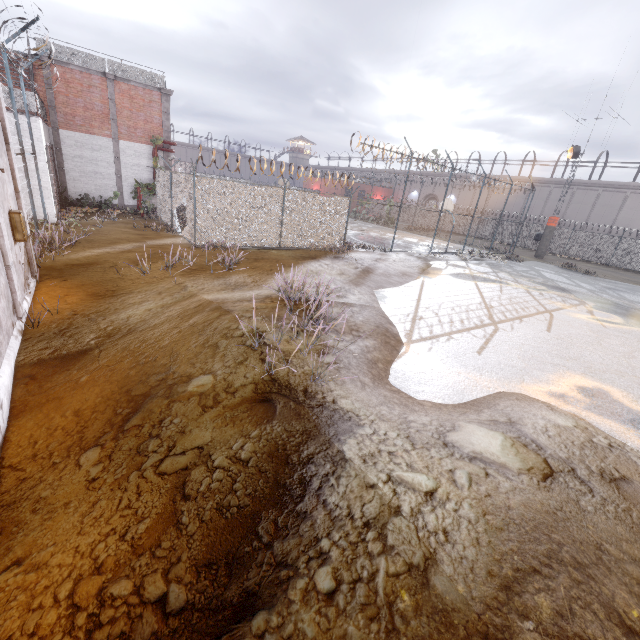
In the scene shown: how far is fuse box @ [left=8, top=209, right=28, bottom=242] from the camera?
6.51m

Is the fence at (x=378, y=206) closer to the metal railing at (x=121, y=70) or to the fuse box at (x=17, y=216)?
Answer: the fuse box at (x=17, y=216)

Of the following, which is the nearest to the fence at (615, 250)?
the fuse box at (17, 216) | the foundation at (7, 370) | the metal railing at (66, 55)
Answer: the fuse box at (17, 216)

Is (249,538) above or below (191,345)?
below

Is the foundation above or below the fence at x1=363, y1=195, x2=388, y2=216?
below

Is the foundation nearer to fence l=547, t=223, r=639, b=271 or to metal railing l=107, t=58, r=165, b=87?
fence l=547, t=223, r=639, b=271

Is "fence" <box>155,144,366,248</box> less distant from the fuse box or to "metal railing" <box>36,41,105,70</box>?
the fuse box

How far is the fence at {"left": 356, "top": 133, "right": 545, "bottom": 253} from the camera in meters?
19.2 m
